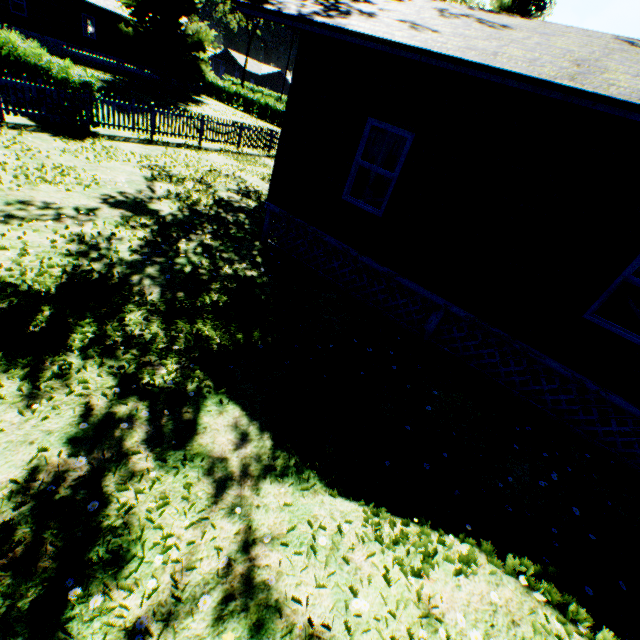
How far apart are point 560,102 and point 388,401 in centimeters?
454cm

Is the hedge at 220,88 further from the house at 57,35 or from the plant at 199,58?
the plant at 199,58

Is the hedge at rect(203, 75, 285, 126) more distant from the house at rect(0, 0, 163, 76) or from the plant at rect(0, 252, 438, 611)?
the plant at rect(0, 252, 438, 611)

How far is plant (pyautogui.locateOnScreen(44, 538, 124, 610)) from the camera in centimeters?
238cm

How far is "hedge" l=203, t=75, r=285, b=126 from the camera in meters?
35.4

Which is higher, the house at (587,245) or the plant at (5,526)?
the house at (587,245)

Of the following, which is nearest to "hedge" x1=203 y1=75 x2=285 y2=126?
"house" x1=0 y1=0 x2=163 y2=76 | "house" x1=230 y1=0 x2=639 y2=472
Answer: "house" x1=0 y1=0 x2=163 y2=76

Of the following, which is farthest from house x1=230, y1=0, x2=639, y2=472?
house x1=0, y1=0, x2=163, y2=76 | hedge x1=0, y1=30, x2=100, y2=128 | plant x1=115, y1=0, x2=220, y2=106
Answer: house x1=0, y1=0, x2=163, y2=76
